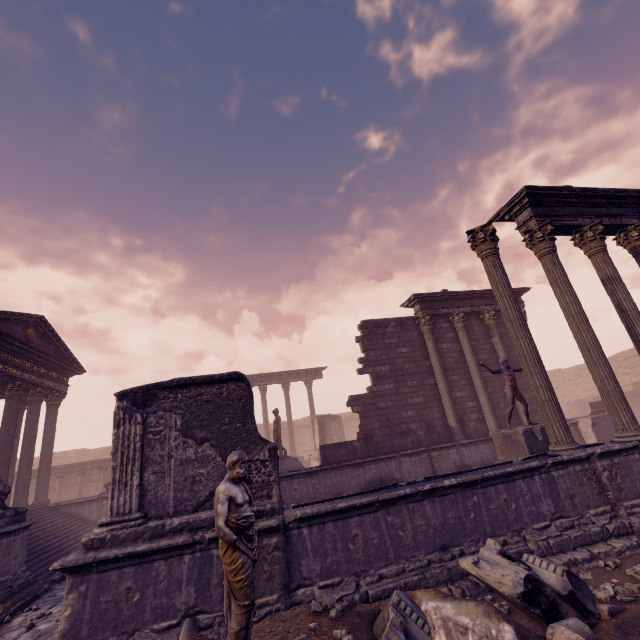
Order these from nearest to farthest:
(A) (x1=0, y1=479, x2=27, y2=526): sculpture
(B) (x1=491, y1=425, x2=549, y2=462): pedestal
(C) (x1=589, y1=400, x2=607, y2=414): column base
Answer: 1. (A) (x1=0, y1=479, x2=27, y2=526): sculpture
2. (B) (x1=491, y1=425, x2=549, y2=462): pedestal
3. (C) (x1=589, y1=400, x2=607, y2=414): column base

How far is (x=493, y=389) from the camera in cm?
1435

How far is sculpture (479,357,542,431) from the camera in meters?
10.2 m

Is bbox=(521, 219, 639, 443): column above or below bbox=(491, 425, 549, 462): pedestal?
above

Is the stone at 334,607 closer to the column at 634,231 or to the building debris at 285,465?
the building debris at 285,465

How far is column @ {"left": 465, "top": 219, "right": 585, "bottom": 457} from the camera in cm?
664

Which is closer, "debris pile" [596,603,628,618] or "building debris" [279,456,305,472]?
"debris pile" [596,603,628,618]

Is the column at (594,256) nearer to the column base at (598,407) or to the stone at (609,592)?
the stone at (609,592)
